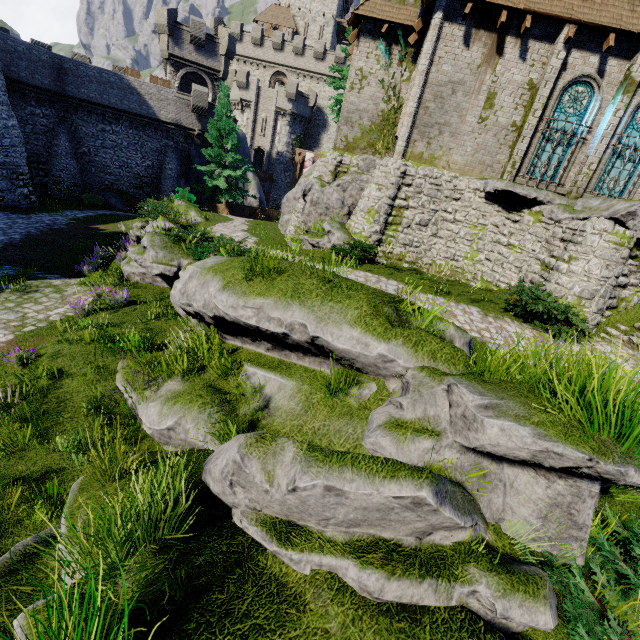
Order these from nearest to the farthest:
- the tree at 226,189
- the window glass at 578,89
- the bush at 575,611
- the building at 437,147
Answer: the bush at 575,611 < the building at 437,147 < the window glass at 578,89 < the tree at 226,189

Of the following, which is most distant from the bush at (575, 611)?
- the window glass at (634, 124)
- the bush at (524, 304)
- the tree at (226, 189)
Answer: the tree at (226, 189)

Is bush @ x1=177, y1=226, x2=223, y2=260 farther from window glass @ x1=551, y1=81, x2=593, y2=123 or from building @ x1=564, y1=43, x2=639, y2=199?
window glass @ x1=551, y1=81, x2=593, y2=123

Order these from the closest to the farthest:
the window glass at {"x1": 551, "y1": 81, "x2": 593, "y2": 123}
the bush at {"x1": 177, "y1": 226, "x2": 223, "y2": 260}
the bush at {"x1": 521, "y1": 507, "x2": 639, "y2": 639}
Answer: the bush at {"x1": 521, "y1": 507, "x2": 639, "y2": 639} → the bush at {"x1": 177, "y1": 226, "x2": 223, "y2": 260} → the window glass at {"x1": 551, "y1": 81, "x2": 593, "y2": 123}

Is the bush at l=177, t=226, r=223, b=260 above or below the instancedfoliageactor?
below

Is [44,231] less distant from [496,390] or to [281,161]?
[496,390]

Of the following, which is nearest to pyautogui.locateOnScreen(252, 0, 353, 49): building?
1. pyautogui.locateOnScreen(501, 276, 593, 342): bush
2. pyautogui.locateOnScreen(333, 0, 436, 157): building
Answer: pyautogui.locateOnScreen(333, 0, 436, 157): building

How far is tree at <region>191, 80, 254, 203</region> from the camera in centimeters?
2634cm
